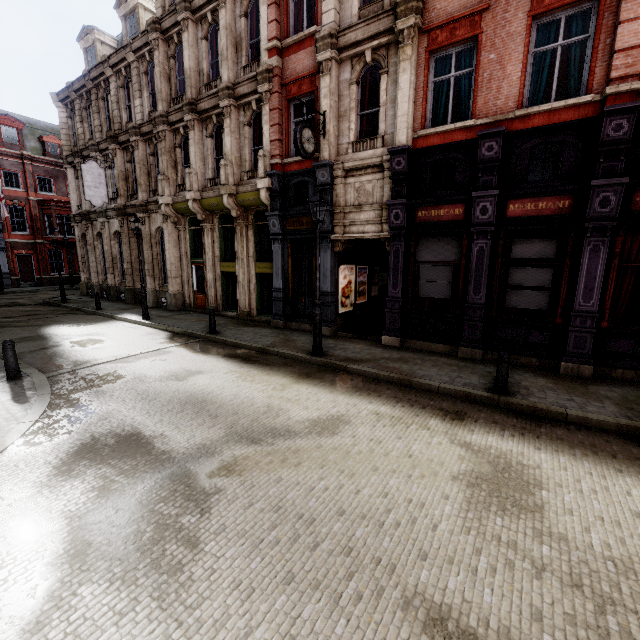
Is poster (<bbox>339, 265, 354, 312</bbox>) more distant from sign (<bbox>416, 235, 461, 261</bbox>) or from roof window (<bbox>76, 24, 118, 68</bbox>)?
roof window (<bbox>76, 24, 118, 68</bbox>)

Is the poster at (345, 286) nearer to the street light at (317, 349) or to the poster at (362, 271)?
the poster at (362, 271)

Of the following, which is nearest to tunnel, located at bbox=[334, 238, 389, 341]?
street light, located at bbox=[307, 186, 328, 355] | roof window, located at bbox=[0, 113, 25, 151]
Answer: street light, located at bbox=[307, 186, 328, 355]

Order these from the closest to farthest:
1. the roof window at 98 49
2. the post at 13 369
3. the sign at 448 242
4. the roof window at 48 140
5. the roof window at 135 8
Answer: the post at 13 369 → the sign at 448 242 → the roof window at 135 8 → the roof window at 98 49 → the roof window at 48 140

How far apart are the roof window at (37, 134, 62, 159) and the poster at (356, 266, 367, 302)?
37.12m

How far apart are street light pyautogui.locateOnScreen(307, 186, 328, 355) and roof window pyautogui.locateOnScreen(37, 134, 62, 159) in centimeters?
3796cm

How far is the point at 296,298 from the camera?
13.7 meters

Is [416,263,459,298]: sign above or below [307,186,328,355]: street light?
above
